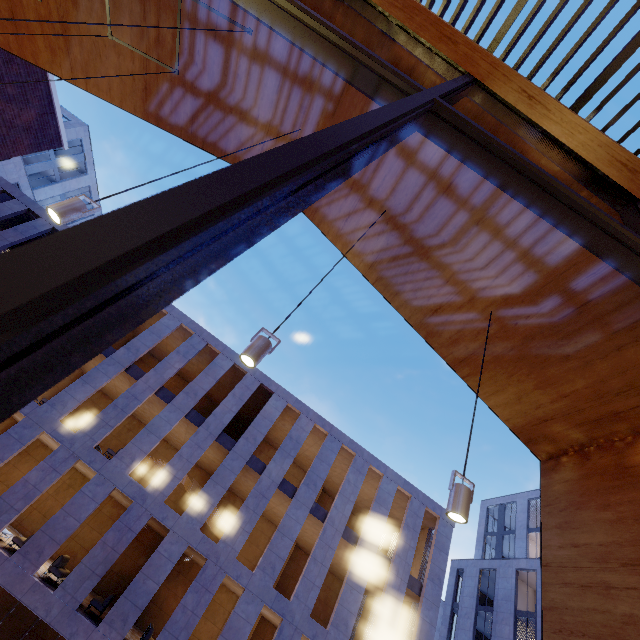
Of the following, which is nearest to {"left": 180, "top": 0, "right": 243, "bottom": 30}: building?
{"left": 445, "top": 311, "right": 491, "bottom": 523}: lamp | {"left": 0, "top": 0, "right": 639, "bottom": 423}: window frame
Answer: {"left": 0, "top": 0, "right": 639, "bottom": 423}: window frame

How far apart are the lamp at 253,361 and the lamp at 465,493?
1.8 meters

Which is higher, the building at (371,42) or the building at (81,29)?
the building at (371,42)

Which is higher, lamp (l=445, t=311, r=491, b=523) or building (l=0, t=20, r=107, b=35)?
building (l=0, t=20, r=107, b=35)

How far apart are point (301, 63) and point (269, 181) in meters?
5.2

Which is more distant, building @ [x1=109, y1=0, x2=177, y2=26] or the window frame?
building @ [x1=109, y1=0, x2=177, y2=26]

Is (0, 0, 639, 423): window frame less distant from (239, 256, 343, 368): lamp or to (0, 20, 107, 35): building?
(0, 20, 107, 35): building
